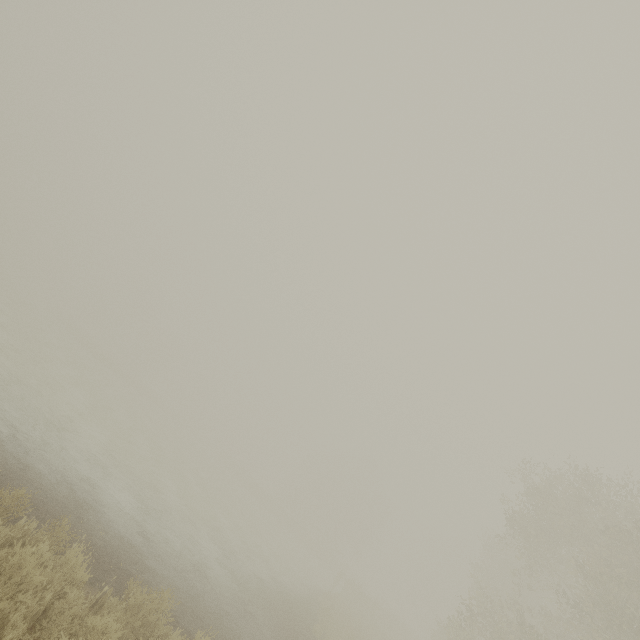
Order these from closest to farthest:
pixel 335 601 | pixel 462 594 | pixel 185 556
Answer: pixel 185 556 < pixel 335 601 < pixel 462 594
